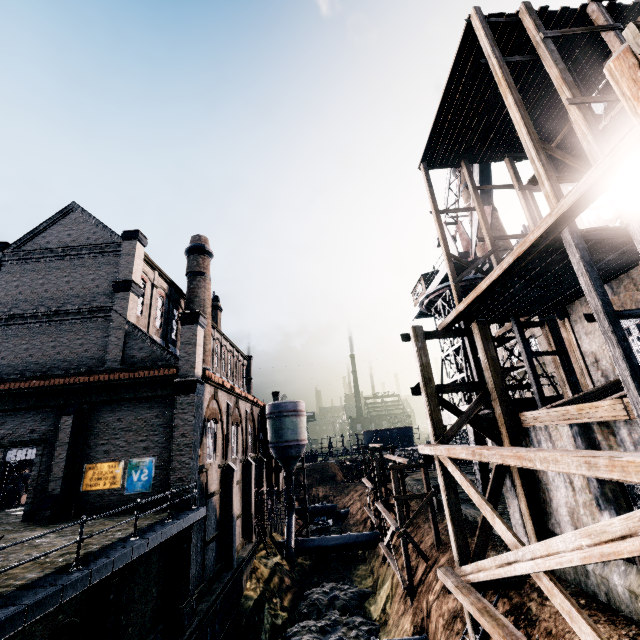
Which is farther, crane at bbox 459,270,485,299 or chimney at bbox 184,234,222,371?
chimney at bbox 184,234,222,371

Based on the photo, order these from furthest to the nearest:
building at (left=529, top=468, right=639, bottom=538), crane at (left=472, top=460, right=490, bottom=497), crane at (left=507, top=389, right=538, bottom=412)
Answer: crane at (left=507, top=389, right=538, bottom=412), crane at (left=472, top=460, right=490, bottom=497), building at (left=529, top=468, right=639, bottom=538)

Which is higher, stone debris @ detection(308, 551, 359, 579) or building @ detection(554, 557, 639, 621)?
building @ detection(554, 557, 639, 621)

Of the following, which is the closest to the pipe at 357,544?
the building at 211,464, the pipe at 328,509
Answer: the building at 211,464

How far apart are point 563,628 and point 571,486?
4.33m

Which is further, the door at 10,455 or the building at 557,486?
the door at 10,455

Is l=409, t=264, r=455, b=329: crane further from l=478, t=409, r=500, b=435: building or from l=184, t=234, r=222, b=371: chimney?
l=184, t=234, r=222, b=371: chimney

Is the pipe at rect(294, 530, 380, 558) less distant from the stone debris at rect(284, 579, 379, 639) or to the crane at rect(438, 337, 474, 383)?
the stone debris at rect(284, 579, 379, 639)
